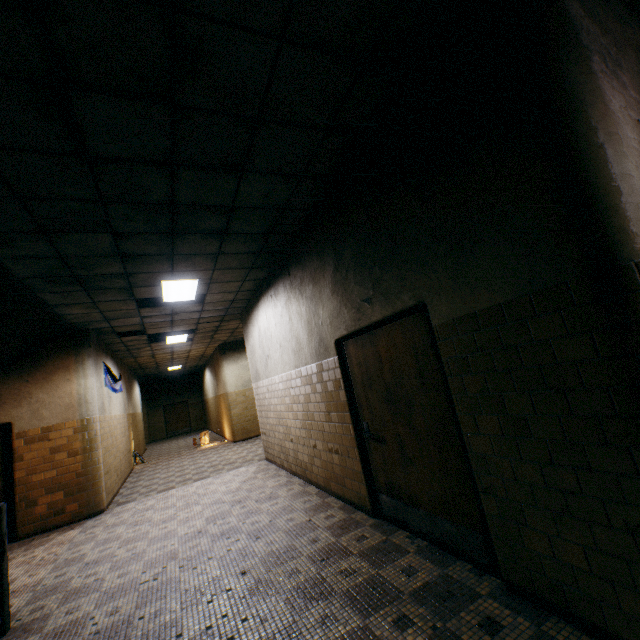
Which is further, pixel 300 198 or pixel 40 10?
pixel 300 198

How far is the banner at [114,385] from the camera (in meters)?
8.57

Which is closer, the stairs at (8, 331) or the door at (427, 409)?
the door at (427, 409)

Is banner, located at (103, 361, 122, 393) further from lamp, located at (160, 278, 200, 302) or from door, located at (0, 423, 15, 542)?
lamp, located at (160, 278, 200, 302)

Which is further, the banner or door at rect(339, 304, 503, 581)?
the banner

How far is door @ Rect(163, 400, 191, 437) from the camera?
22.3m

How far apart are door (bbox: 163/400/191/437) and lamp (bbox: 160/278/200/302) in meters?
18.5 m

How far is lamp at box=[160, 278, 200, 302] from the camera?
5.85m
